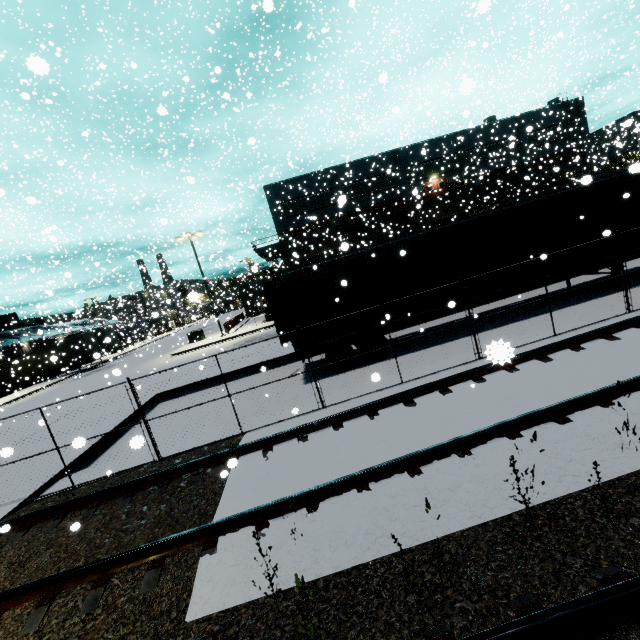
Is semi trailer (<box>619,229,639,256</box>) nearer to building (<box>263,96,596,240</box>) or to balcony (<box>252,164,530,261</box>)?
building (<box>263,96,596,240</box>)

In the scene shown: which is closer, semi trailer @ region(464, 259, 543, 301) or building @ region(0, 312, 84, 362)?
semi trailer @ region(464, 259, 543, 301)

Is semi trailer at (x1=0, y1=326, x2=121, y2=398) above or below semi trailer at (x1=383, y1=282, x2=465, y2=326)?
above

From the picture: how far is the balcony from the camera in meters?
35.8

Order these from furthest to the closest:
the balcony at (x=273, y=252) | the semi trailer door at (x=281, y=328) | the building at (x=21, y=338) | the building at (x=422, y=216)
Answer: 1. the building at (x=21, y=338)
2. the balcony at (x=273, y=252)
3. the building at (x=422, y=216)
4. the semi trailer door at (x=281, y=328)

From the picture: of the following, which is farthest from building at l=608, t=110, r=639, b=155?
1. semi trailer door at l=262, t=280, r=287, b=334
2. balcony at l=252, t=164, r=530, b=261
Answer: semi trailer door at l=262, t=280, r=287, b=334

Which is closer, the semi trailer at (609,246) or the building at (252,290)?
the semi trailer at (609,246)

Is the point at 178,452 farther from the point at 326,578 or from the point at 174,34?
the point at 174,34
